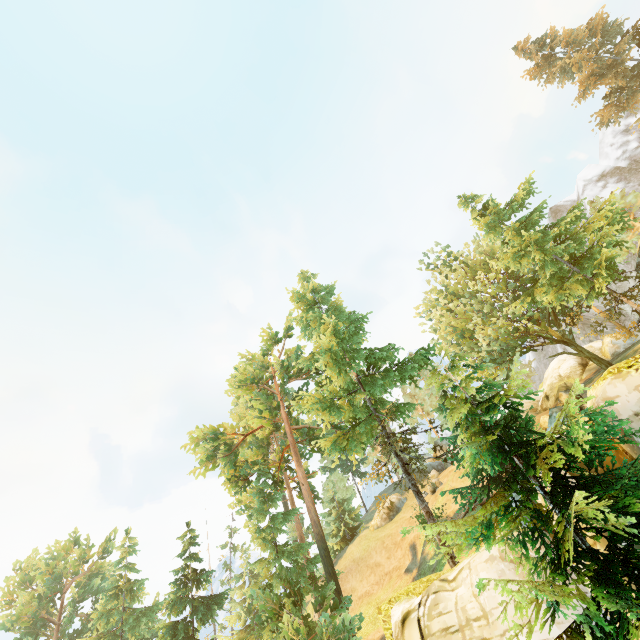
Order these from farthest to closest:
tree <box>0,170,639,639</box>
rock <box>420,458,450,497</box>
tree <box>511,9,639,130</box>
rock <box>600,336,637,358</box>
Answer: rock <box>420,458,450,497</box> → rock <box>600,336,637,358</box> → tree <box>511,9,639,130</box> → tree <box>0,170,639,639</box>

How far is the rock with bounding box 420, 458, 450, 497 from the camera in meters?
33.2

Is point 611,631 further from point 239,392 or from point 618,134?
point 618,134

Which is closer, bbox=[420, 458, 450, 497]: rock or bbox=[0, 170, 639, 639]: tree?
bbox=[0, 170, 639, 639]: tree

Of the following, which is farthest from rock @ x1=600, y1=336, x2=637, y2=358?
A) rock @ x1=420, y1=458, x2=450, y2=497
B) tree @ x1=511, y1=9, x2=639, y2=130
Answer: rock @ x1=420, y1=458, x2=450, y2=497

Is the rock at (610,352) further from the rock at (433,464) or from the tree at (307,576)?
the rock at (433,464)

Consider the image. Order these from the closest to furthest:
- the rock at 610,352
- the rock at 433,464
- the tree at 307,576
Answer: the tree at 307,576, the rock at 610,352, the rock at 433,464
